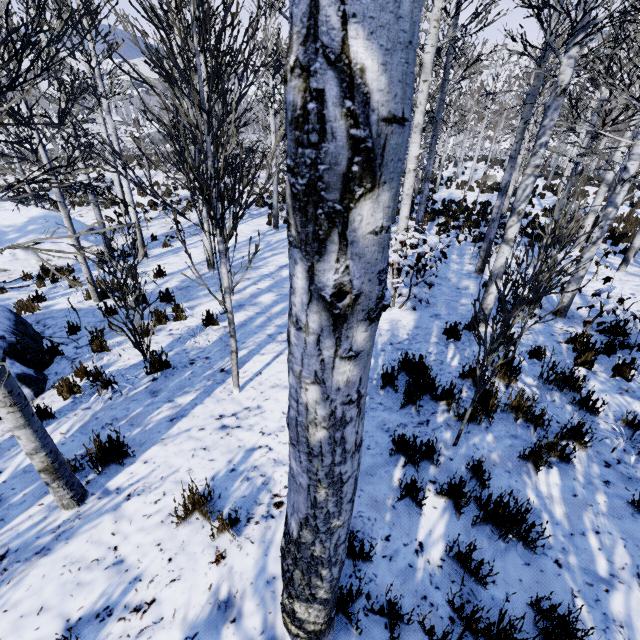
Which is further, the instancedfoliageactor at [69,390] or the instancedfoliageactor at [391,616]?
the instancedfoliageactor at [69,390]

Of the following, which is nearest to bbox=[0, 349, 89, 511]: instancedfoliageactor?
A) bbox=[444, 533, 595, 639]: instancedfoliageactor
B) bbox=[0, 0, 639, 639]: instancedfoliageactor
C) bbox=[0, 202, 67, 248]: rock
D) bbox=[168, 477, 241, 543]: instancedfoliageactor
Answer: bbox=[0, 0, 639, 639]: instancedfoliageactor

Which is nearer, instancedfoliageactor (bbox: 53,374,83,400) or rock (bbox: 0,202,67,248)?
instancedfoliageactor (bbox: 53,374,83,400)

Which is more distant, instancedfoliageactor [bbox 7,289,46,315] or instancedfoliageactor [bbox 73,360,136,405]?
instancedfoliageactor [bbox 7,289,46,315]

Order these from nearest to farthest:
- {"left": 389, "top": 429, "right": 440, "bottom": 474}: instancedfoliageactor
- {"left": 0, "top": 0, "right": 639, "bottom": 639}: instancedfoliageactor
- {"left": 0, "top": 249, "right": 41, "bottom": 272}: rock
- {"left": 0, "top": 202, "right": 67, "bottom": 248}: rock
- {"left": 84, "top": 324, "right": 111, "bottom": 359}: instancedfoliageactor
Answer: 1. {"left": 0, "top": 0, "right": 639, "bottom": 639}: instancedfoliageactor
2. {"left": 389, "top": 429, "right": 440, "bottom": 474}: instancedfoliageactor
3. {"left": 84, "top": 324, "right": 111, "bottom": 359}: instancedfoliageactor
4. {"left": 0, "top": 249, "right": 41, "bottom": 272}: rock
5. {"left": 0, "top": 202, "right": 67, "bottom": 248}: rock

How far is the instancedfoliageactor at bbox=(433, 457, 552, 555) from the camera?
2.5 meters

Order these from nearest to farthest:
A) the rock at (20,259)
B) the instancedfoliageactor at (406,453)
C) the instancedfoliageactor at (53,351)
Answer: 1. the instancedfoliageactor at (53,351)
2. the instancedfoliageactor at (406,453)
3. the rock at (20,259)

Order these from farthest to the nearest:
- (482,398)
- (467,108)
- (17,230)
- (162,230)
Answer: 1. (467,108)
2. (162,230)
3. (17,230)
4. (482,398)
